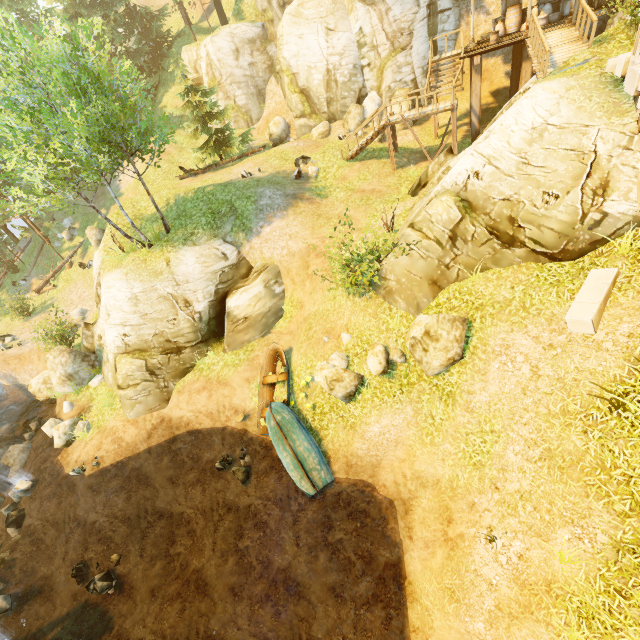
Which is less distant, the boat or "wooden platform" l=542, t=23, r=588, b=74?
the boat

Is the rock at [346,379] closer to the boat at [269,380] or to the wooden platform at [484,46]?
the boat at [269,380]

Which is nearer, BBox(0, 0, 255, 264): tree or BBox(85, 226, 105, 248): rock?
BBox(0, 0, 255, 264): tree

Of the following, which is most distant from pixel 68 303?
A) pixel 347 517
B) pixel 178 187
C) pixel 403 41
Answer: pixel 403 41

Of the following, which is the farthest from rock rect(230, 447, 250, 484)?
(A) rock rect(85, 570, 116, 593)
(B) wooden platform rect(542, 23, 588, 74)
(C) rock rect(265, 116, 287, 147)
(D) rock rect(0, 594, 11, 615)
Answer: (C) rock rect(265, 116, 287, 147)

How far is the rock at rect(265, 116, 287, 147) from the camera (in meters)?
25.91

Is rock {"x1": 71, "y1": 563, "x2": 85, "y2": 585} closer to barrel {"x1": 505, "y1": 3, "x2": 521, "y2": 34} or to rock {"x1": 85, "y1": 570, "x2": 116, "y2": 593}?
rock {"x1": 85, "y1": 570, "x2": 116, "y2": 593}

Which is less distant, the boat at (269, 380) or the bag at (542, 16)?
the boat at (269, 380)
